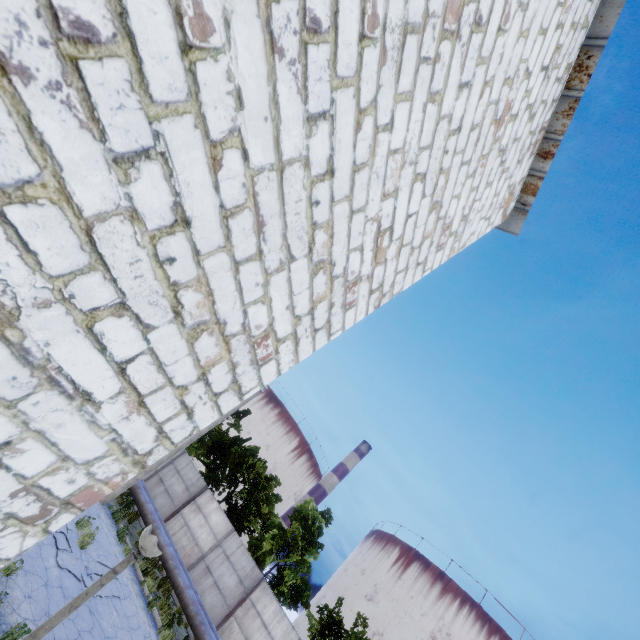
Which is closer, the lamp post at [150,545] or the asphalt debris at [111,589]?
the lamp post at [150,545]

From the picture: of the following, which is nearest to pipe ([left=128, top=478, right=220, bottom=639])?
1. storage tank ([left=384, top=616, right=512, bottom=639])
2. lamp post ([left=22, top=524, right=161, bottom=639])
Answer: lamp post ([left=22, top=524, right=161, bottom=639])

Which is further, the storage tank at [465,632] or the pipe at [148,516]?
the storage tank at [465,632]

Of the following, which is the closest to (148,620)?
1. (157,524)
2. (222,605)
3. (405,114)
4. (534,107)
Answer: (157,524)

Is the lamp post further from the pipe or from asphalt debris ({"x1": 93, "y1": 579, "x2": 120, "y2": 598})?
asphalt debris ({"x1": 93, "y1": 579, "x2": 120, "y2": 598})

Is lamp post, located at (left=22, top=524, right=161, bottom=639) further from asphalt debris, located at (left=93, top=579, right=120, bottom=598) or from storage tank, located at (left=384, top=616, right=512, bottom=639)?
storage tank, located at (left=384, top=616, right=512, bottom=639)

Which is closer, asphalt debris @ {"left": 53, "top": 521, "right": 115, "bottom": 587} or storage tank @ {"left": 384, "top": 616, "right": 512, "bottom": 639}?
asphalt debris @ {"left": 53, "top": 521, "right": 115, "bottom": 587}

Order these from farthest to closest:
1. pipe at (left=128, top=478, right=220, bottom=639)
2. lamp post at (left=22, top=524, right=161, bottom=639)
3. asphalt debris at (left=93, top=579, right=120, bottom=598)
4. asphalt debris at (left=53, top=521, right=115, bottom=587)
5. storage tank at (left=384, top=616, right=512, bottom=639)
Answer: storage tank at (left=384, top=616, right=512, bottom=639) < pipe at (left=128, top=478, right=220, bottom=639) < asphalt debris at (left=93, top=579, right=120, bottom=598) < asphalt debris at (left=53, top=521, right=115, bottom=587) < lamp post at (left=22, top=524, right=161, bottom=639)
